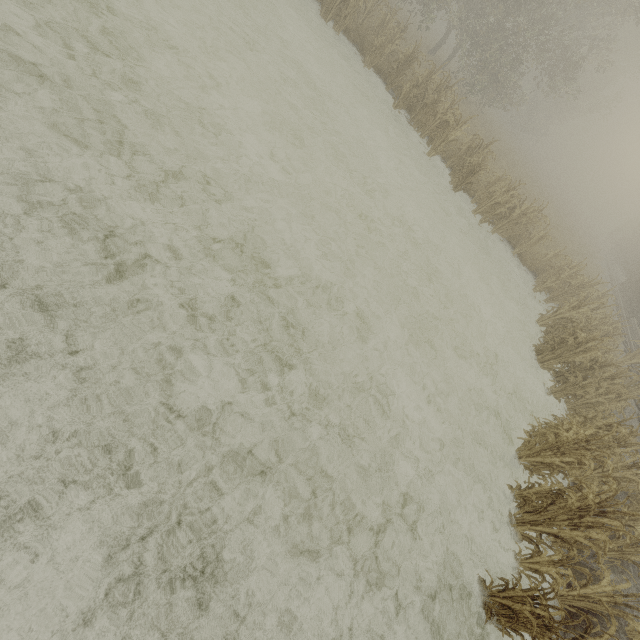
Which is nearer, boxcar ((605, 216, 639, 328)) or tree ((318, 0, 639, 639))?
tree ((318, 0, 639, 639))

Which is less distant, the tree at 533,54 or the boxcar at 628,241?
the tree at 533,54

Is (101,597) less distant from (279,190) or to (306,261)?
(306,261)
